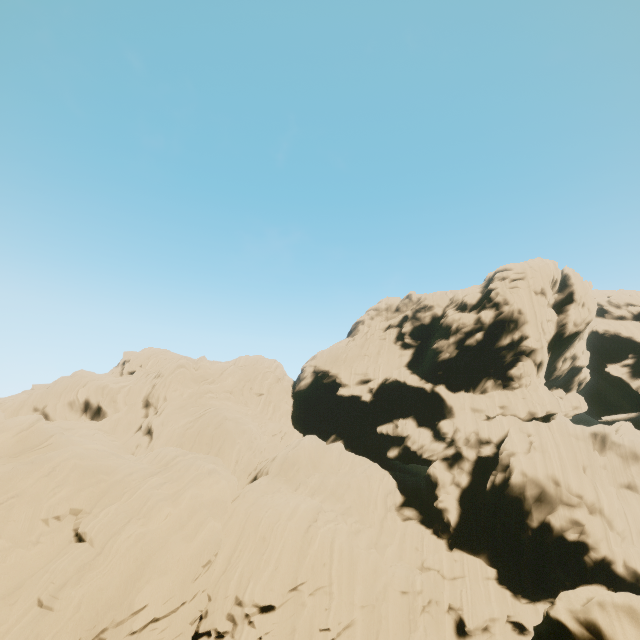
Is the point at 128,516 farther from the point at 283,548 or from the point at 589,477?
the point at 589,477
